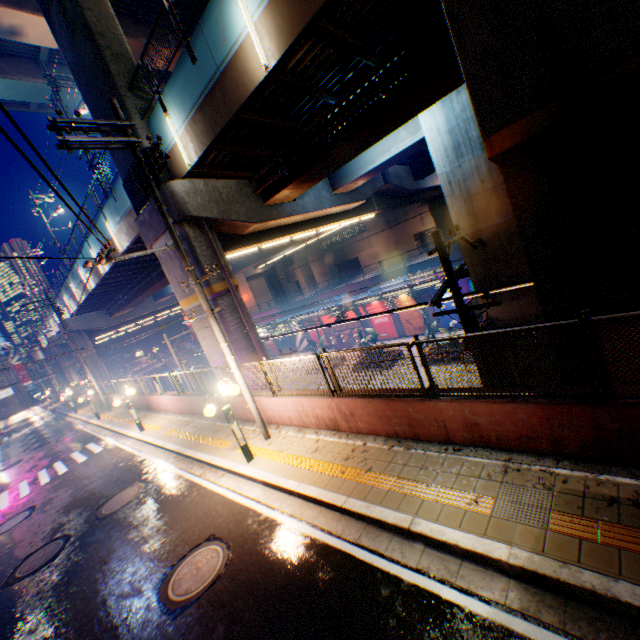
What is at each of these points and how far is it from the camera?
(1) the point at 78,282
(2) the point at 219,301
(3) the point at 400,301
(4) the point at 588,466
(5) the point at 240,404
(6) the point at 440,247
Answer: (1) overpass support, 27.8 meters
(2) overpass support, 13.4 meters
(3) billboard, 32.2 meters
(4) concrete curb, 4.7 meters
(5) concrete block, 11.4 meters
(6) electric pole, 7.0 meters

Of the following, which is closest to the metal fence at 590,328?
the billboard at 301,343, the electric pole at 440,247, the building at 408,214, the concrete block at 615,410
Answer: the concrete block at 615,410

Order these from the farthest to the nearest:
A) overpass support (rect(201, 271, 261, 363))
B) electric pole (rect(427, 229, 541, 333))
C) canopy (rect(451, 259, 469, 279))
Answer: canopy (rect(451, 259, 469, 279))
overpass support (rect(201, 271, 261, 363))
electric pole (rect(427, 229, 541, 333))

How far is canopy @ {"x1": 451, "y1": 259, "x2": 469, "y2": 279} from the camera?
17.25m

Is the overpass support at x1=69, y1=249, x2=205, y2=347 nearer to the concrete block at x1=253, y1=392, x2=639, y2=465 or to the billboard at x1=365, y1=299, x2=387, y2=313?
the concrete block at x1=253, y1=392, x2=639, y2=465

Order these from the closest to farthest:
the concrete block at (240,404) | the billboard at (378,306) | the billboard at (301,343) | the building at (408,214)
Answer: the concrete block at (240,404) → the billboard at (378,306) → the billboard at (301,343) → the building at (408,214)

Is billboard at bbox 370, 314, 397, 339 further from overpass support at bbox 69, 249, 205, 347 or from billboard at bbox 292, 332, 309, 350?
billboard at bbox 292, 332, 309, 350

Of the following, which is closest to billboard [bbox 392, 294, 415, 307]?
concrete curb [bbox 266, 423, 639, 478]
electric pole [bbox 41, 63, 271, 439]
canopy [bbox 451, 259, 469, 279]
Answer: canopy [bbox 451, 259, 469, 279]
